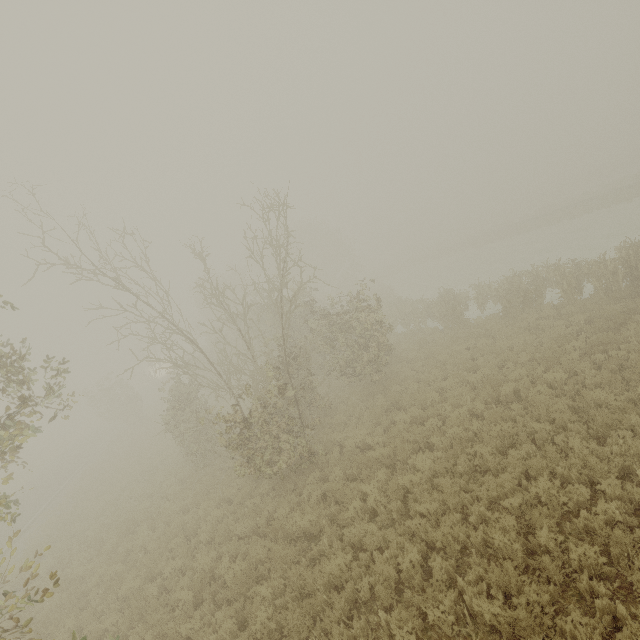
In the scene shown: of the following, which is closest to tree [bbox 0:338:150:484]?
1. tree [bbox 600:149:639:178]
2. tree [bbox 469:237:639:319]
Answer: tree [bbox 469:237:639:319]

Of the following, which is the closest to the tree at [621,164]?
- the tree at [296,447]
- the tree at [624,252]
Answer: the tree at [624,252]

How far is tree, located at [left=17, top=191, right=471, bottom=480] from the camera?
10.5m

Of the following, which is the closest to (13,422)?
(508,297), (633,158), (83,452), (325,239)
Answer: (508,297)

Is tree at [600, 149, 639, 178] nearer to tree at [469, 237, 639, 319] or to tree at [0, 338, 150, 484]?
tree at [469, 237, 639, 319]

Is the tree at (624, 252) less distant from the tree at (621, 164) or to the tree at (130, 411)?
the tree at (130, 411)
